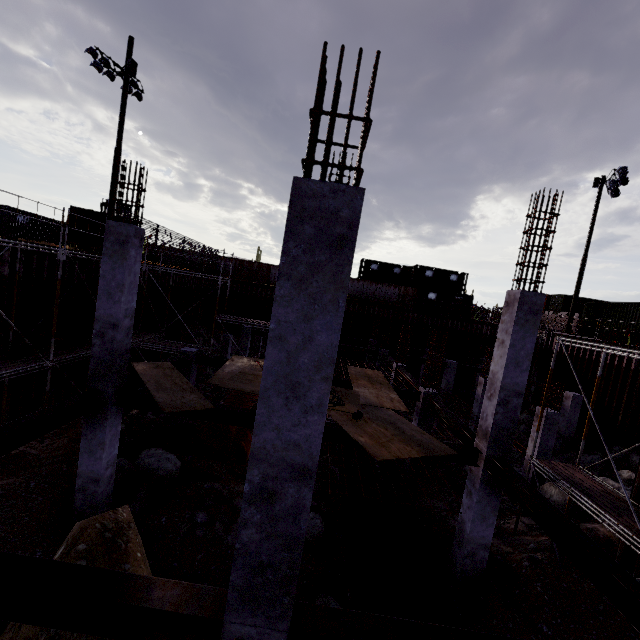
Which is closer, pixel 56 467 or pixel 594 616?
pixel 594 616

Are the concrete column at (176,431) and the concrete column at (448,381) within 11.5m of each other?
no

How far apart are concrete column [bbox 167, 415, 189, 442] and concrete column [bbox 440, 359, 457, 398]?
17.1m

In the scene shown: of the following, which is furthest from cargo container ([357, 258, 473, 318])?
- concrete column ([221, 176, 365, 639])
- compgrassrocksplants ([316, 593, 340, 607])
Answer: concrete column ([221, 176, 365, 639])

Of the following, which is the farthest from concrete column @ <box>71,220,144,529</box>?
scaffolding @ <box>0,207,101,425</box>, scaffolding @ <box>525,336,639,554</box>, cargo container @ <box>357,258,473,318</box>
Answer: cargo container @ <box>357,258,473,318</box>

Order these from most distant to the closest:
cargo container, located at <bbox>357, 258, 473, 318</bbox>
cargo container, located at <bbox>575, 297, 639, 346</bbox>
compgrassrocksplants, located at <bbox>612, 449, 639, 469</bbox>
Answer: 1. cargo container, located at <bbox>357, 258, 473, 318</bbox>
2. cargo container, located at <bbox>575, 297, 639, 346</bbox>
3. compgrassrocksplants, located at <bbox>612, 449, 639, 469</bbox>

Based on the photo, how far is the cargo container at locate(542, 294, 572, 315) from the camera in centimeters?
4106cm

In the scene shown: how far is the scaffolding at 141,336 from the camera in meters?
15.8
